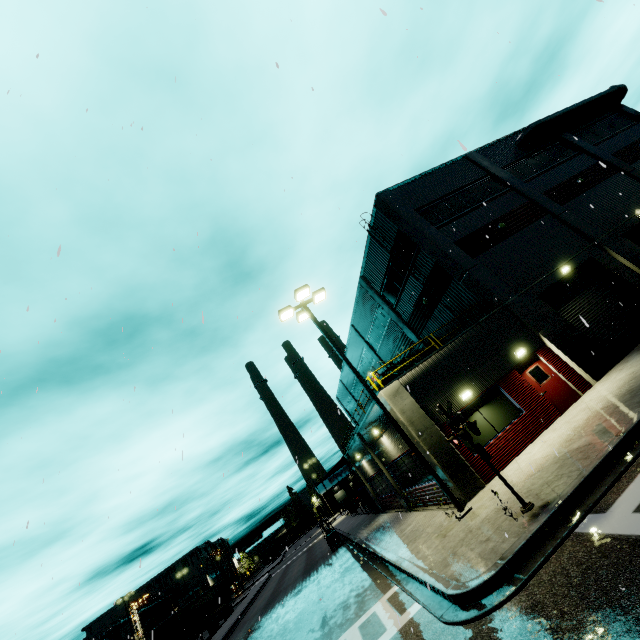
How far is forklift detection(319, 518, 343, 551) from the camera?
26.0m

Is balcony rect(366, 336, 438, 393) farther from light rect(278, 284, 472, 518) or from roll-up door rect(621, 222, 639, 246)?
roll-up door rect(621, 222, 639, 246)

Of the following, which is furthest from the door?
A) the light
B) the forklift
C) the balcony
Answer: the forklift

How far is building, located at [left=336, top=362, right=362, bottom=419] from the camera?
42.5 meters

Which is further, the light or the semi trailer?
the semi trailer

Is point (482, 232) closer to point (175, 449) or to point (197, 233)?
point (197, 233)

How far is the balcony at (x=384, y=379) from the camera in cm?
1462

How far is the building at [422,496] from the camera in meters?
14.6 m
